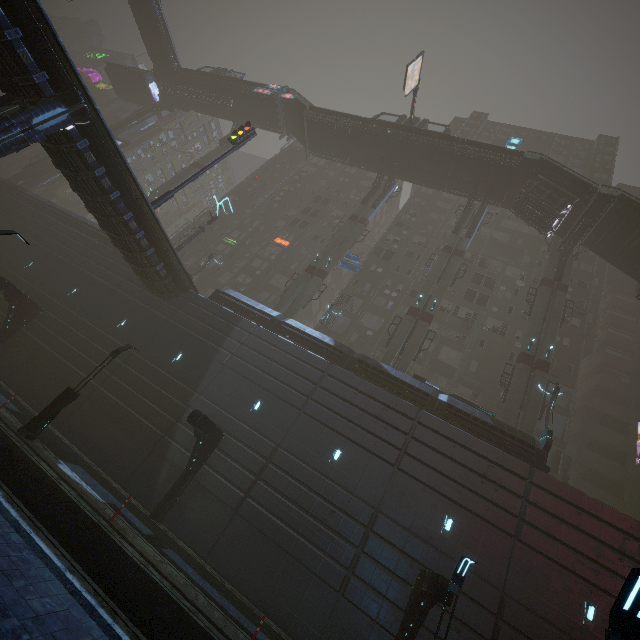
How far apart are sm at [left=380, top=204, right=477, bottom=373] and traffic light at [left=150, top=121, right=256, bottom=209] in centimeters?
1802cm

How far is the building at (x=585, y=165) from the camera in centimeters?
4862cm

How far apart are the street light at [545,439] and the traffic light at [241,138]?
26.9 meters

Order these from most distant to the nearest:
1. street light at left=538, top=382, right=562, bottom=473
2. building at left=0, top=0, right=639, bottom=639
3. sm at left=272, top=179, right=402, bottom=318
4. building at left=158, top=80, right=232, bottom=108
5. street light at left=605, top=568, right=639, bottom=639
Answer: building at left=158, top=80, right=232, bottom=108
sm at left=272, top=179, right=402, bottom=318
street light at left=538, top=382, right=562, bottom=473
building at left=0, top=0, right=639, bottom=639
street light at left=605, top=568, right=639, bottom=639

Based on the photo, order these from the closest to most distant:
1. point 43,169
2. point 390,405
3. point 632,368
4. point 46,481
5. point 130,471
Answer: point 46,481
point 130,471
point 390,405
point 632,368
point 43,169

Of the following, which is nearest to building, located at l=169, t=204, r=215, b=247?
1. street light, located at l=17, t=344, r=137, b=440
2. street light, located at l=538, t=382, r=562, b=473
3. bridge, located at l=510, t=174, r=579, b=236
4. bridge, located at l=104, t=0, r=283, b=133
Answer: bridge, located at l=104, t=0, r=283, b=133

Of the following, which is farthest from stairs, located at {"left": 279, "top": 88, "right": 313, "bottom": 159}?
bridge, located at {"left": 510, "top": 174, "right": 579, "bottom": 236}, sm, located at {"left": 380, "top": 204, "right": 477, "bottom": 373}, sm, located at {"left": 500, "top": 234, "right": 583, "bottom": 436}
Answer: sm, located at {"left": 500, "top": 234, "right": 583, "bottom": 436}

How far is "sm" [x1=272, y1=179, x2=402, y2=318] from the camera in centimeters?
2919cm
